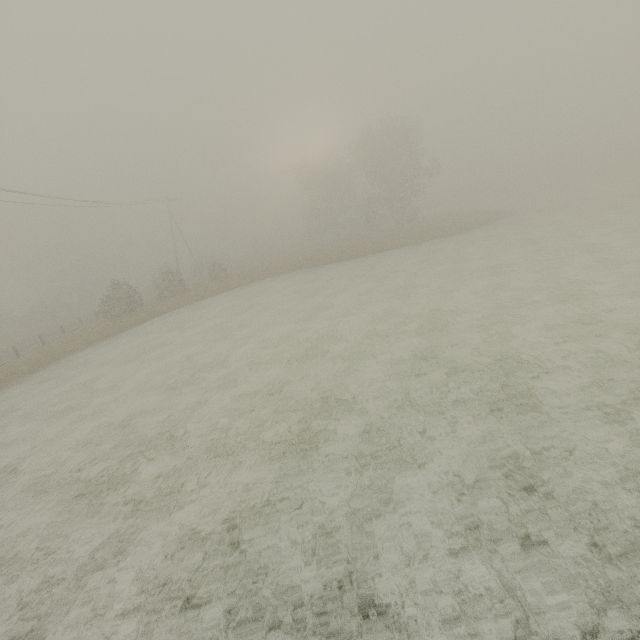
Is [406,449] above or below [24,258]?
below
